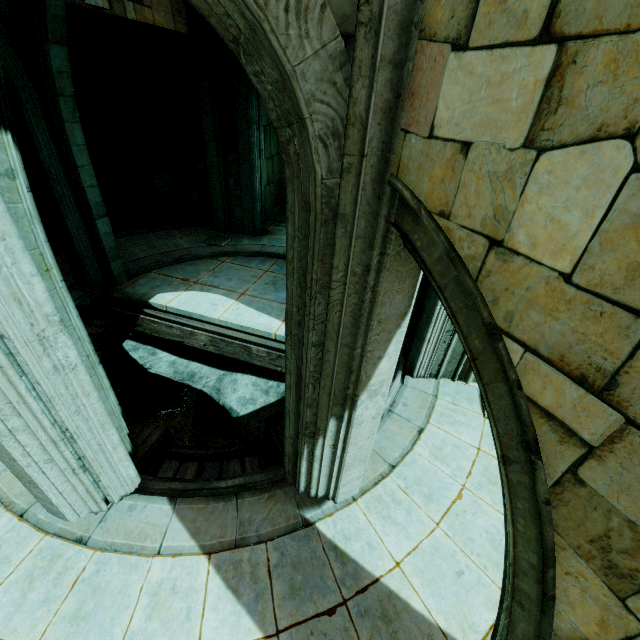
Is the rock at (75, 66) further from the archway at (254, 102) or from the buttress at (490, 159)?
the buttress at (490, 159)

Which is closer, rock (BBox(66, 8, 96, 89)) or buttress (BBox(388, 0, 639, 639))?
buttress (BBox(388, 0, 639, 639))

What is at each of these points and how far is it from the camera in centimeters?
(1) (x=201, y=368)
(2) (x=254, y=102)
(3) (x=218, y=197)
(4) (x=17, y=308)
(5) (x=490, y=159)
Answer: (1) rock, 934cm
(2) archway, 1036cm
(3) stone beam, 1220cm
(4) building, 275cm
(5) buttress, 154cm

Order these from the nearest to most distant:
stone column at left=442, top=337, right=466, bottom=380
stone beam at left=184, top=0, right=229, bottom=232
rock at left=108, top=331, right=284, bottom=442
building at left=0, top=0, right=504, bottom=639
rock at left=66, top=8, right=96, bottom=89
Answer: building at left=0, top=0, right=504, bottom=639
stone column at left=442, top=337, right=466, bottom=380
rock at left=66, top=8, right=96, bottom=89
rock at left=108, top=331, right=284, bottom=442
stone beam at left=184, top=0, right=229, bottom=232

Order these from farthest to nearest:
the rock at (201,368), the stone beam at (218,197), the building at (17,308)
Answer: the stone beam at (218,197) < the rock at (201,368) < the building at (17,308)

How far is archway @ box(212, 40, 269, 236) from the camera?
9.91m

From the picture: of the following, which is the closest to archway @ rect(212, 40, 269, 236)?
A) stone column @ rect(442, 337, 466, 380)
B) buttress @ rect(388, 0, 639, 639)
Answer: stone column @ rect(442, 337, 466, 380)

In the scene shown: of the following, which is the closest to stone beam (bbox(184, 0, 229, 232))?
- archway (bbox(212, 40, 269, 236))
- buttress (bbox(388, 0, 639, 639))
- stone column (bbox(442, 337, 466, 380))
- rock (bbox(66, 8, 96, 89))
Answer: archway (bbox(212, 40, 269, 236))
